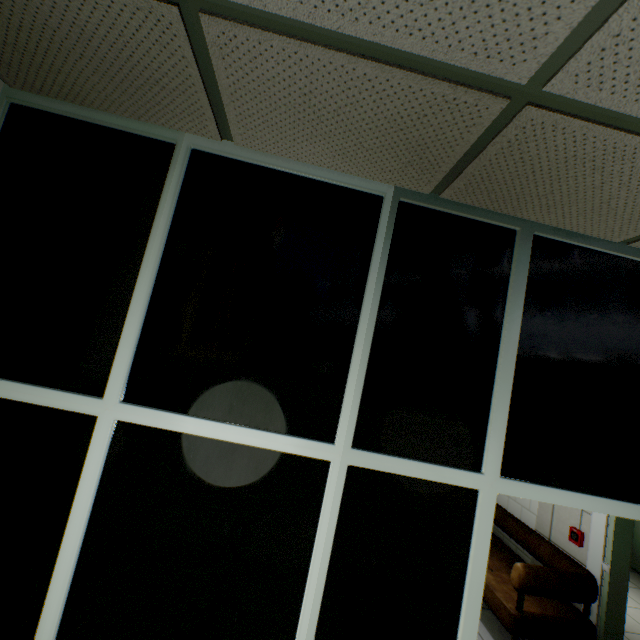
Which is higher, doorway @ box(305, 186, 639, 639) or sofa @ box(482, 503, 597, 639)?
doorway @ box(305, 186, 639, 639)

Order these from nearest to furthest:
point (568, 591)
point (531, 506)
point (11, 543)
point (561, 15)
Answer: point (561, 15) → point (11, 543) → point (568, 591) → point (531, 506)

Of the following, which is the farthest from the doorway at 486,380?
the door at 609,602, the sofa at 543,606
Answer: the sofa at 543,606

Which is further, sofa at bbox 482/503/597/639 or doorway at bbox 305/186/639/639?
sofa at bbox 482/503/597/639

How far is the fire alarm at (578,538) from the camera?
3.25m

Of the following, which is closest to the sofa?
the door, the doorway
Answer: → the door

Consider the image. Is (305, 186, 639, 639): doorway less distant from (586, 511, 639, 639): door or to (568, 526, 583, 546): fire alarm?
(586, 511, 639, 639): door
